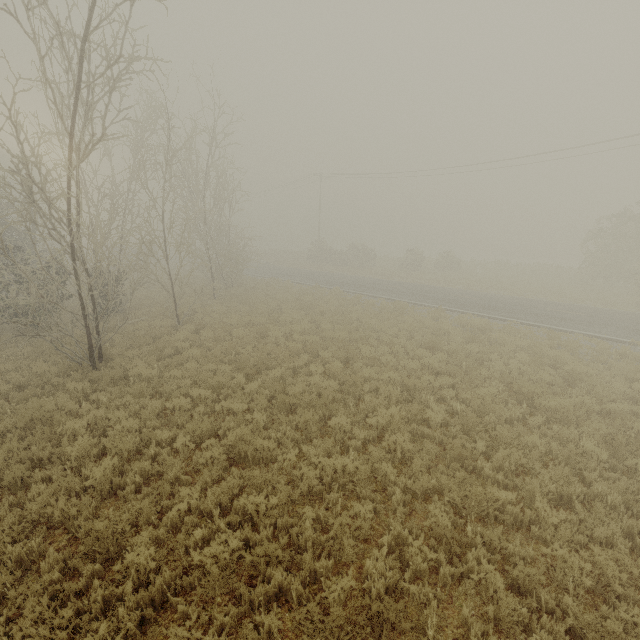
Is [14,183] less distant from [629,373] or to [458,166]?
[629,373]
